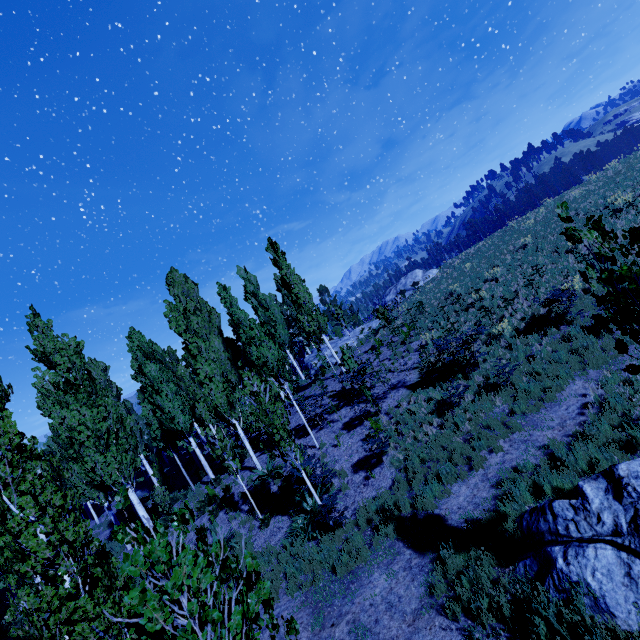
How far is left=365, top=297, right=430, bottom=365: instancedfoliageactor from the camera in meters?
18.2

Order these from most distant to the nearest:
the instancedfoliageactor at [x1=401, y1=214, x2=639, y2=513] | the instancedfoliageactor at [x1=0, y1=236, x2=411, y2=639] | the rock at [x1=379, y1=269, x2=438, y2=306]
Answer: the rock at [x1=379, y1=269, x2=438, y2=306] → the instancedfoliageactor at [x1=401, y1=214, x2=639, y2=513] → the instancedfoliageactor at [x1=0, y1=236, x2=411, y2=639]

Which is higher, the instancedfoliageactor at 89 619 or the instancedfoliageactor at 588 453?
the instancedfoliageactor at 89 619

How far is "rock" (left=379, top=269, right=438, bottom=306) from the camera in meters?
43.4

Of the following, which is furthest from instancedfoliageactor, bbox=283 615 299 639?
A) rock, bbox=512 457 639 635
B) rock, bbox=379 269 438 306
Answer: rock, bbox=379 269 438 306

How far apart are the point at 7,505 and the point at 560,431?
11.90m

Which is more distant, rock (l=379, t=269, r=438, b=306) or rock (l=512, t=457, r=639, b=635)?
rock (l=379, t=269, r=438, b=306)

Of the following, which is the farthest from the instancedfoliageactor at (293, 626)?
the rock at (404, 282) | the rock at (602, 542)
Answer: the rock at (404, 282)
